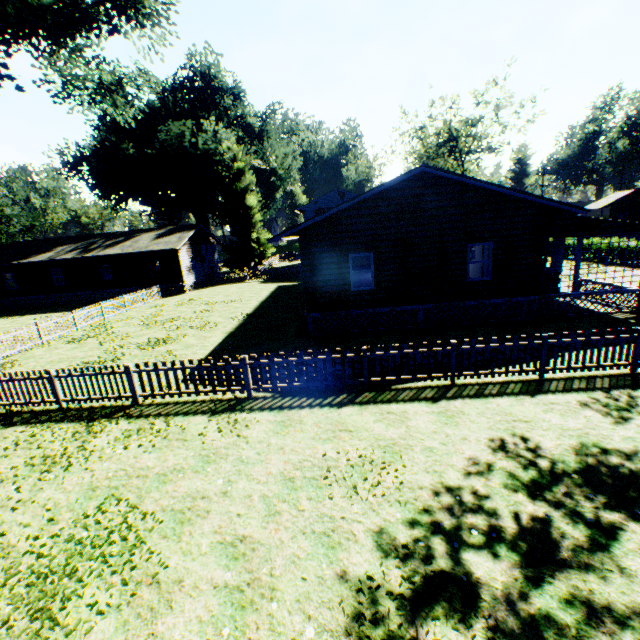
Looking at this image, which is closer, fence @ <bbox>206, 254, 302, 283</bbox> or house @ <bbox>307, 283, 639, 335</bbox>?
house @ <bbox>307, 283, 639, 335</bbox>

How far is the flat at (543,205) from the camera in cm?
1245

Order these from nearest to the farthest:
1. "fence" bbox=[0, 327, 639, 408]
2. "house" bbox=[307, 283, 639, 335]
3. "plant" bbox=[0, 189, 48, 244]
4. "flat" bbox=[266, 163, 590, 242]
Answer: "fence" bbox=[0, 327, 639, 408] < "flat" bbox=[266, 163, 590, 242] < "house" bbox=[307, 283, 639, 335] < "plant" bbox=[0, 189, 48, 244]

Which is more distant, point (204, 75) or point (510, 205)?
point (204, 75)

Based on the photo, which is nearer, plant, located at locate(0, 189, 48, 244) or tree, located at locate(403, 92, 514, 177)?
tree, located at locate(403, 92, 514, 177)

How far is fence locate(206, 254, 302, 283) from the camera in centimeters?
3619cm

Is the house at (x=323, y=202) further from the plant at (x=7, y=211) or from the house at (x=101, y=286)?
the house at (x=101, y=286)

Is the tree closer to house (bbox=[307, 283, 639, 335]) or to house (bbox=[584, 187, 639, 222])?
house (bbox=[584, 187, 639, 222])
